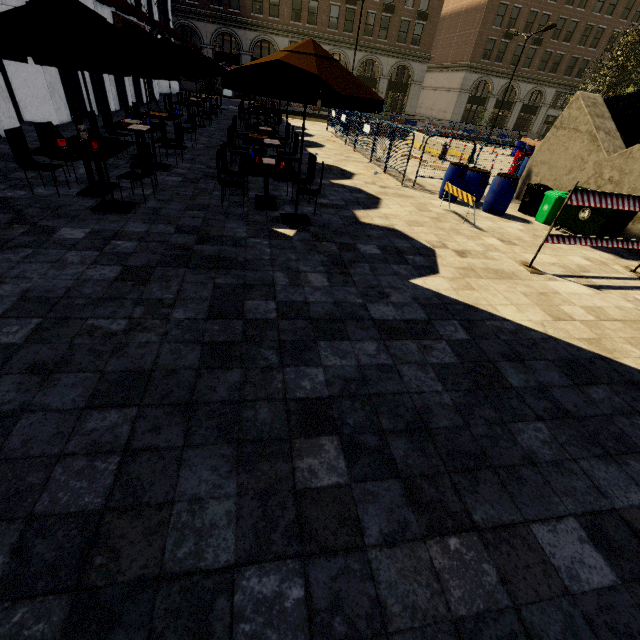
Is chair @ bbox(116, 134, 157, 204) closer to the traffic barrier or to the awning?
the traffic barrier

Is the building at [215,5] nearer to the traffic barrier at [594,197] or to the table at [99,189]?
the table at [99,189]

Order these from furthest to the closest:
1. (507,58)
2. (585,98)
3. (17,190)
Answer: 1. (507,58)
2. (585,98)
3. (17,190)

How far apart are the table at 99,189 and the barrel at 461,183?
8.83m

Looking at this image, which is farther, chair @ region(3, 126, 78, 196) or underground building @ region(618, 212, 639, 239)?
underground building @ region(618, 212, 639, 239)

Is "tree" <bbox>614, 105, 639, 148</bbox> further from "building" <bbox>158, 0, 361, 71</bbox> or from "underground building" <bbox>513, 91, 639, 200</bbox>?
"building" <bbox>158, 0, 361, 71</bbox>

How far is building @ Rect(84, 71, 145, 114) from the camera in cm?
1430

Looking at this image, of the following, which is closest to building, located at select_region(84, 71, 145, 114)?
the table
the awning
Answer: the awning
